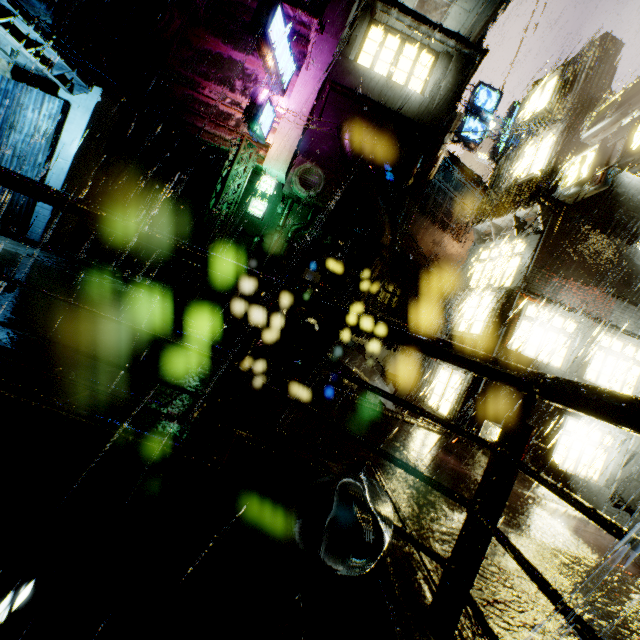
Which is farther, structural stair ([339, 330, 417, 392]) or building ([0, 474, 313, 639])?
structural stair ([339, 330, 417, 392])

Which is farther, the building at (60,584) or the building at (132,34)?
the building at (132,34)

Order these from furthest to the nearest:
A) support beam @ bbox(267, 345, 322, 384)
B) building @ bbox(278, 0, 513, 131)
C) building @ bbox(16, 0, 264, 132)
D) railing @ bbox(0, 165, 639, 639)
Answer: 1. building @ bbox(278, 0, 513, 131)
2. building @ bbox(16, 0, 264, 132)
3. support beam @ bbox(267, 345, 322, 384)
4. railing @ bbox(0, 165, 639, 639)

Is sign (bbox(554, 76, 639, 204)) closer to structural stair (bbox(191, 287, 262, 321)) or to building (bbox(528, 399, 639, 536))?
building (bbox(528, 399, 639, 536))

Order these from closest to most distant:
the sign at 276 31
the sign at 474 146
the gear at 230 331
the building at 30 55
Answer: the gear at 230 331
the building at 30 55
the sign at 276 31
the sign at 474 146

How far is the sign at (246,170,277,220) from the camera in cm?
1748

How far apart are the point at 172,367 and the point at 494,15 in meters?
24.7

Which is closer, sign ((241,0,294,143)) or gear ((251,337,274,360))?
gear ((251,337,274,360))
